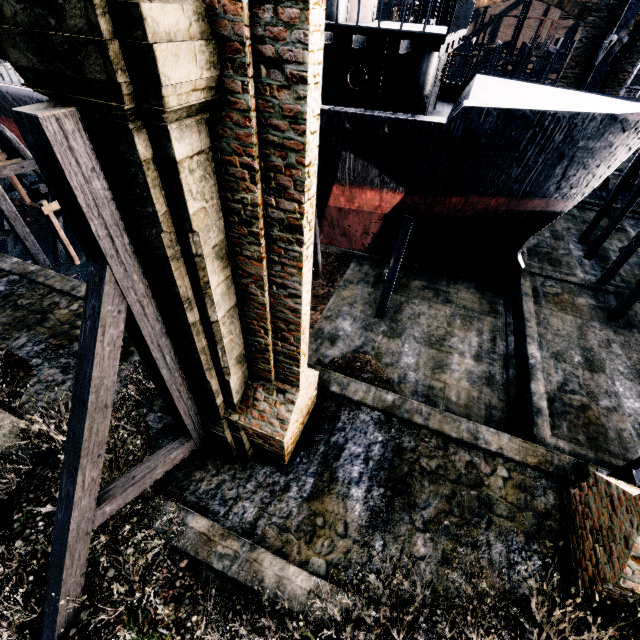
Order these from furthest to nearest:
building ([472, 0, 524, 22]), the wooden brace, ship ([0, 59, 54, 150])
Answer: building ([472, 0, 524, 22]) < ship ([0, 59, 54, 150]) < the wooden brace

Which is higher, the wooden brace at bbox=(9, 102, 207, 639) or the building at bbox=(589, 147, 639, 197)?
the wooden brace at bbox=(9, 102, 207, 639)

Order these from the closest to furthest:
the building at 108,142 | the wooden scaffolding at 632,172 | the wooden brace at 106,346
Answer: the building at 108,142 < the wooden brace at 106,346 < the wooden scaffolding at 632,172

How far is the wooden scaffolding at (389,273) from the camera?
15.58m

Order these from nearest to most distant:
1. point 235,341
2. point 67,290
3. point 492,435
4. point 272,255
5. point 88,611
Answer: point 272,255 → point 88,611 → point 235,341 → point 492,435 → point 67,290

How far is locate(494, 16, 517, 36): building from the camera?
58.6m

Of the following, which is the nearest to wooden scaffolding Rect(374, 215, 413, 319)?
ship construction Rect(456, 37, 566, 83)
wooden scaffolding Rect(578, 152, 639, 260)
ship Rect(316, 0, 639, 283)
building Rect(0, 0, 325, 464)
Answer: ship Rect(316, 0, 639, 283)

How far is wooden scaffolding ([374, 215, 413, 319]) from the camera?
15.58m
